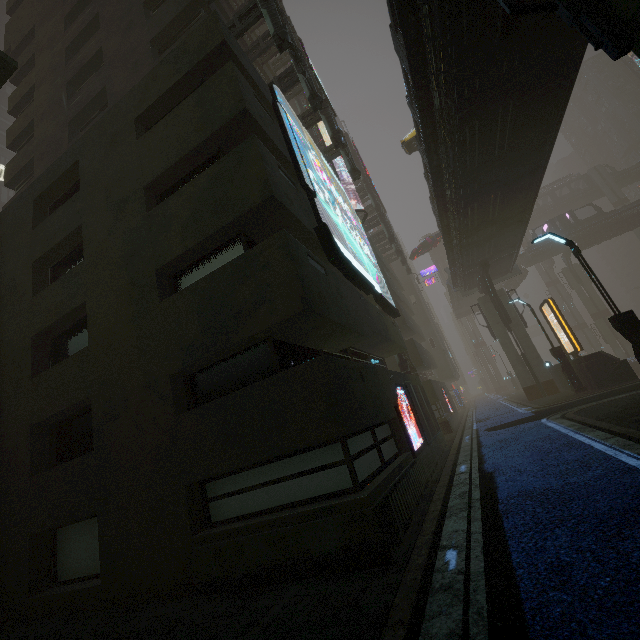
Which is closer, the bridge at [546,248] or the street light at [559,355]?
the street light at [559,355]

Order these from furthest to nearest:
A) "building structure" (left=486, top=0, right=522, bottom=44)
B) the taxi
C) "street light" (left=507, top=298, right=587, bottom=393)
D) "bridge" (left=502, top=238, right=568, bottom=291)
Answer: "bridge" (left=502, top=238, right=568, bottom=291), the taxi, "street light" (left=507, top=298, right=587, bottom=393), "building structure" (left=486, top=0, right=522, bottom=44)

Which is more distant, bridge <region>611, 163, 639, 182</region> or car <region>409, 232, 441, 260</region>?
bridge <region>611, 163, 639, 182</region>

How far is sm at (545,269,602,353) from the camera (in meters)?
55.19

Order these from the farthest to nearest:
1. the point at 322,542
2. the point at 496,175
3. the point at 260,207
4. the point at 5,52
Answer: the point at 5,52, the point at 496,175, the point at 260,207, the point at 322,542

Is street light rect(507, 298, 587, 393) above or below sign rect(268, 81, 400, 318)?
below

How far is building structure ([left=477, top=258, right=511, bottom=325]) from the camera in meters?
24.8 m

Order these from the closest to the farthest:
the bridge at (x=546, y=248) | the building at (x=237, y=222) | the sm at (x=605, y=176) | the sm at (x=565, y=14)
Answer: the sm at (x=565, y=14) → the building at (x=237, y=222) → the bridge at (x=546, y=248) → the sm at (x=605, y=176)
